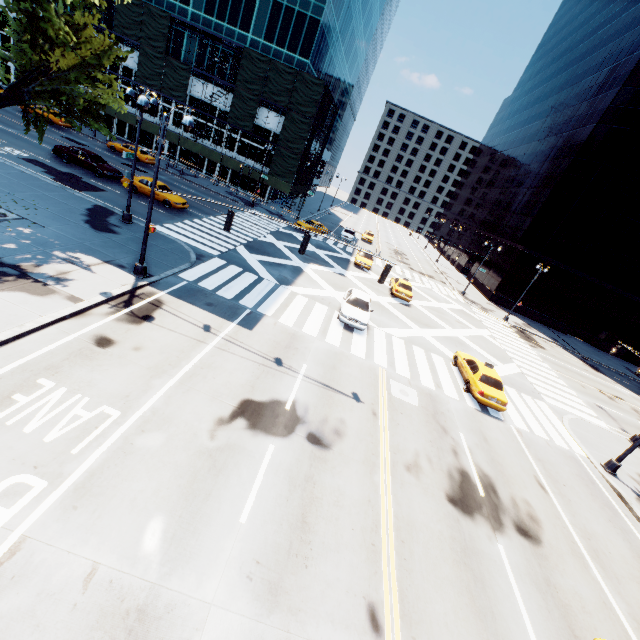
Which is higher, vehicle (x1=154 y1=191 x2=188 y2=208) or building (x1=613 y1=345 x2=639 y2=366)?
building (x1=613 y1=345 x2=639 y2=366)

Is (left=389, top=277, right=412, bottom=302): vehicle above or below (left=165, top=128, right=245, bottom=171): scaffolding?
below

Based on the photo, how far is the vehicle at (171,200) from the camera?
26.0m

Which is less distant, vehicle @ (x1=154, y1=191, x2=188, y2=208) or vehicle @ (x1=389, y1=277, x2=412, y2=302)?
vehicle @ (x1=154, y1=191, x2=188, y2=208)

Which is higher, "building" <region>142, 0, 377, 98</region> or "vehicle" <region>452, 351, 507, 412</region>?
"building" <region>142, 0, 377, 98</region>

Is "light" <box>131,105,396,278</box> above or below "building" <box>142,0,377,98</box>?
below

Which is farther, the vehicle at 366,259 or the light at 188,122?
the vehicle at 366,259

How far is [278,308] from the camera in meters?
18.0
